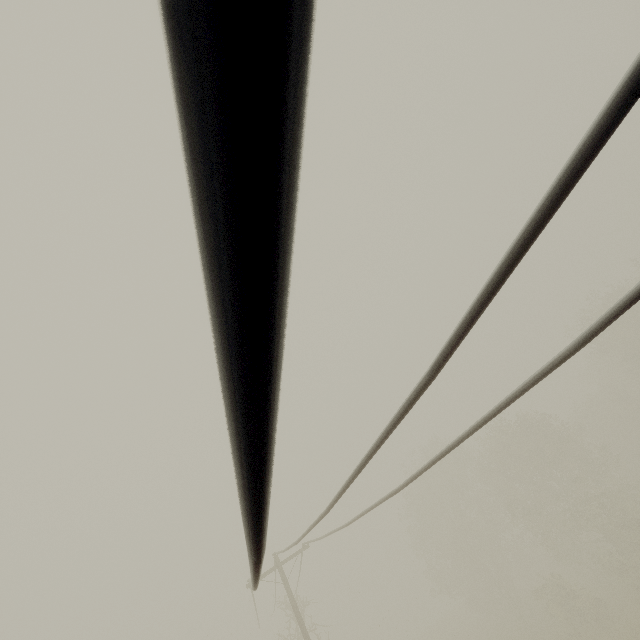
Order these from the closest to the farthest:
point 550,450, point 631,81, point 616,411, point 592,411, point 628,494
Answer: point 631,81 < point 628,494 < point 550,450 < point 616,411 < point 592,411
